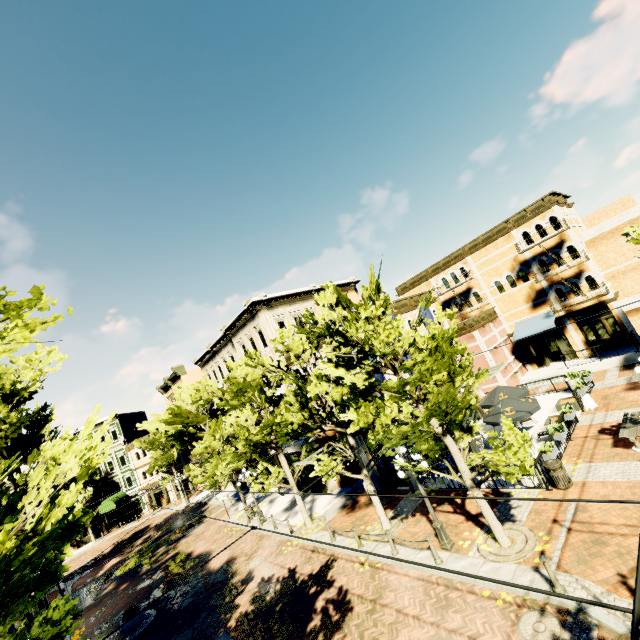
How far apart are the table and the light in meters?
5.7

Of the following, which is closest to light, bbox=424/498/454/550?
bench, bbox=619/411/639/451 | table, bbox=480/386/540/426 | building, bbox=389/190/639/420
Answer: table, bbox=480/386/540/426

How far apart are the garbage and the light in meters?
4.3

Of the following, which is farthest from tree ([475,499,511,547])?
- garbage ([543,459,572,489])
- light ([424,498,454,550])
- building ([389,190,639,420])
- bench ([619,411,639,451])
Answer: bench ([619,411,639,451])

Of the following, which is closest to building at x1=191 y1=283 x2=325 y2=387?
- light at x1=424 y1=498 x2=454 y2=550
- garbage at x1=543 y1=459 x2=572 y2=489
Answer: light at x1=424 y1=498 x2=454 y2=550

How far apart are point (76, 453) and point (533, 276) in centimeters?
2955cm

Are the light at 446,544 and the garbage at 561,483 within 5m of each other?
yes

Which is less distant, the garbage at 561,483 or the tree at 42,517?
the tree at 42,517
